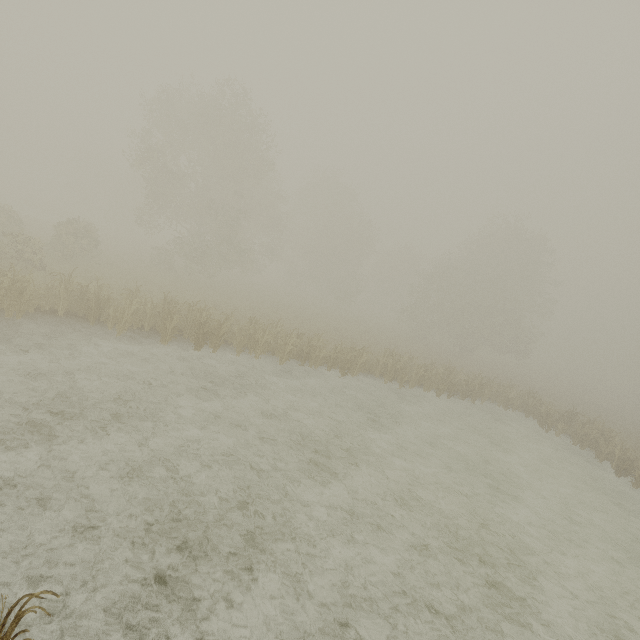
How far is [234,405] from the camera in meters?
11.7
